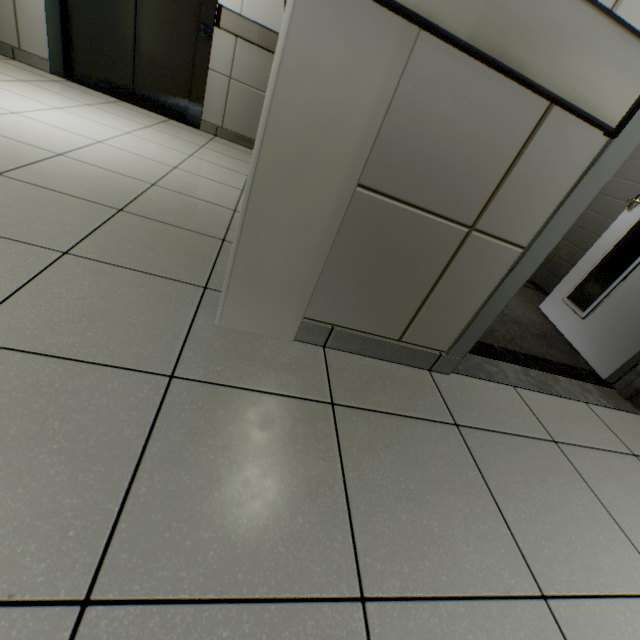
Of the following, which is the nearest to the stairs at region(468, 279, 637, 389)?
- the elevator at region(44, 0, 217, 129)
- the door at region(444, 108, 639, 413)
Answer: the door at region(444, 108, 639, 413)

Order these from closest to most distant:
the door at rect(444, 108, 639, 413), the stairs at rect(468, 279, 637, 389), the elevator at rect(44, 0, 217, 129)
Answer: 1. the door at rect(444, 108, 639, 413)
2. the stairs at rect(468, 279, 637, 389)
3. the elevator at rect(44, 0, 217, 129)

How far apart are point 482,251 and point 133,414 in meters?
1.2 m

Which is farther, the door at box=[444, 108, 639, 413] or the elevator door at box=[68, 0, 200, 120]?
the elevator door at box=[68, 0, 200, 120]

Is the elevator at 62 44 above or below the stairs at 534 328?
above

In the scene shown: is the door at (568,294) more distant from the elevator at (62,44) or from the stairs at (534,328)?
the elevator at (62,44)

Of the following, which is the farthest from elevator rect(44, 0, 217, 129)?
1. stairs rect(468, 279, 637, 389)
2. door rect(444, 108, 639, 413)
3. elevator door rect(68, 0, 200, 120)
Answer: door rect(444, 108, 639, 413)

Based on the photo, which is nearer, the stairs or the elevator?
the stairs
